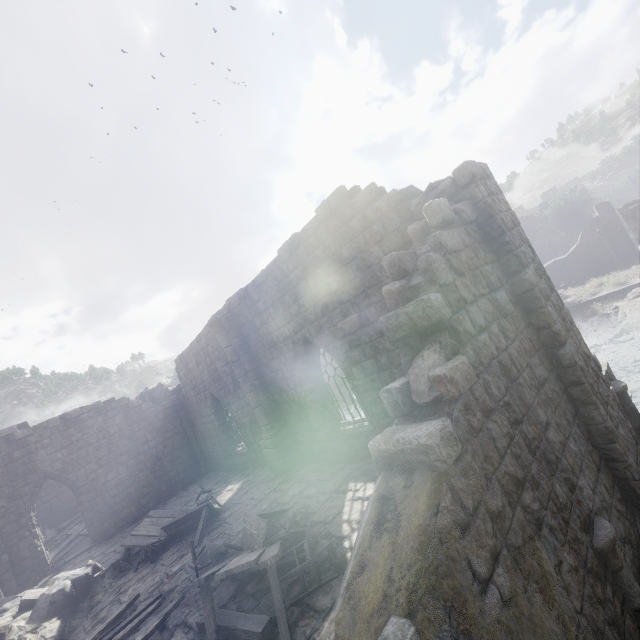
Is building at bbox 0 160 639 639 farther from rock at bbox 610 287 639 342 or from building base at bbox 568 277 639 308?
rock at bbox 610 287 639 342

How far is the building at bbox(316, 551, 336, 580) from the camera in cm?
565

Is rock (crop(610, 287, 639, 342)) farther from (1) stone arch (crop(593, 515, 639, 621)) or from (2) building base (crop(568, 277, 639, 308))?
(1) stone arch (crop(593, 515, 639, 621))

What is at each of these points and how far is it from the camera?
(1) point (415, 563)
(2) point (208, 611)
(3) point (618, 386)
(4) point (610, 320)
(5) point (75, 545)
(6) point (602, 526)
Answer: (1) building, 2.5 meters
(2) broken furniture, 5.2 meters
(3) stone arch, 7.2 meters
(4) rubble, 24.5 meters
(5) wooden plank rubble, 17.0 meters
(6) stone arch, 4.3 meters

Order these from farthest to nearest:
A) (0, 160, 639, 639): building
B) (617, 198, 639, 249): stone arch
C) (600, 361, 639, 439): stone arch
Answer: (617, 198, 639, 249): stone arch
(600, 361, 639, 439): stone arch
(0, 160, 639, 639): building

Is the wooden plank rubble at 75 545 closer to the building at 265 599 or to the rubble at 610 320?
the building at 265 599

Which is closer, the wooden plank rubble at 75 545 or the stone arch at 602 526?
the stone arch at 602 526

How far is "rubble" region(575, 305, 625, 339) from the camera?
23.9 meters
